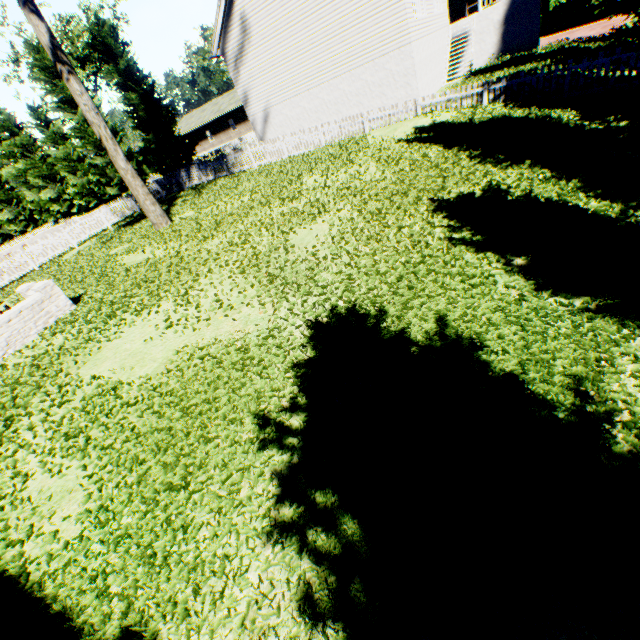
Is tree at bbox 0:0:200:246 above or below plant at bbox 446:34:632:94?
above

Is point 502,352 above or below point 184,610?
below

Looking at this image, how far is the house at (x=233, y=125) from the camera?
44.5m

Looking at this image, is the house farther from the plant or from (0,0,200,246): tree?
the plant

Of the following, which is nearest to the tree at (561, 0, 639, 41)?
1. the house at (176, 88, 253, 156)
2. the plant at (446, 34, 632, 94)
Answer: the house at (176, 88, 253, 156)

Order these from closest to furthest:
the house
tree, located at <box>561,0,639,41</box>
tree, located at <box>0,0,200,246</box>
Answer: tree, located at <box>561,0,639,41</box> → tree, located at <box>0,0,200,246</box> → the house

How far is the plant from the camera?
13.8m

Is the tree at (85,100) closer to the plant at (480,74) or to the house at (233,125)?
the house at (233,125)
